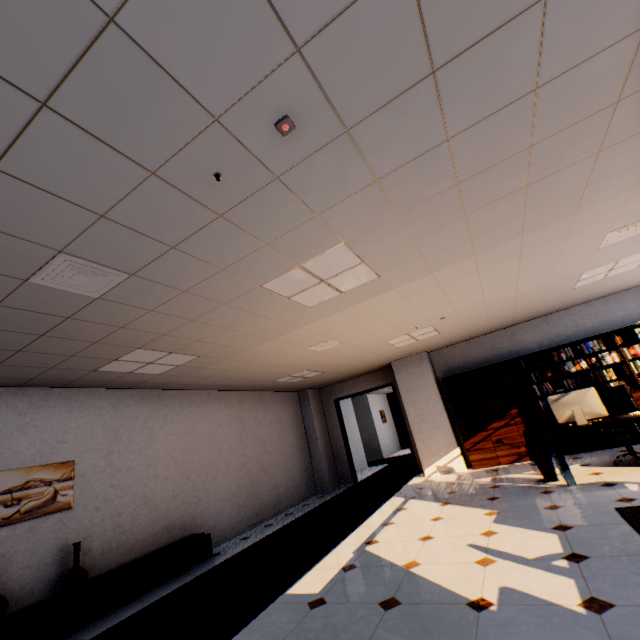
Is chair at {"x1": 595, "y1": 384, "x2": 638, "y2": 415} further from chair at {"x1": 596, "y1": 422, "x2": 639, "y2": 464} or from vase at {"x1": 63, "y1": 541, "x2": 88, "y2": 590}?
vase at {"x1": 63, "y1": 541, "x2": 88, "y2": 590}

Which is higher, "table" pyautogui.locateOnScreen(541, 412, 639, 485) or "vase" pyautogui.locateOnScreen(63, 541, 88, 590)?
"table" pyautogui.locateOnScreen(541, 412, 639, 485)

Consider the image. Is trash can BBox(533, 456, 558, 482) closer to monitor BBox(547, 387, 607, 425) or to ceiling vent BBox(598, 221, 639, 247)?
monitor BBox(547, 387, 607, 425)

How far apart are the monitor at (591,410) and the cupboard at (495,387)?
2.19m

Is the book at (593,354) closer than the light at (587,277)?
No

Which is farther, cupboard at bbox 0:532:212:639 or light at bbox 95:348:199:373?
light at bbox 95:348:199:373

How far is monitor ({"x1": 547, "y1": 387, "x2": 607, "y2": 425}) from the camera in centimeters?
490cm

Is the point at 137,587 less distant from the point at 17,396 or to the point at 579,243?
the point at 17,396
